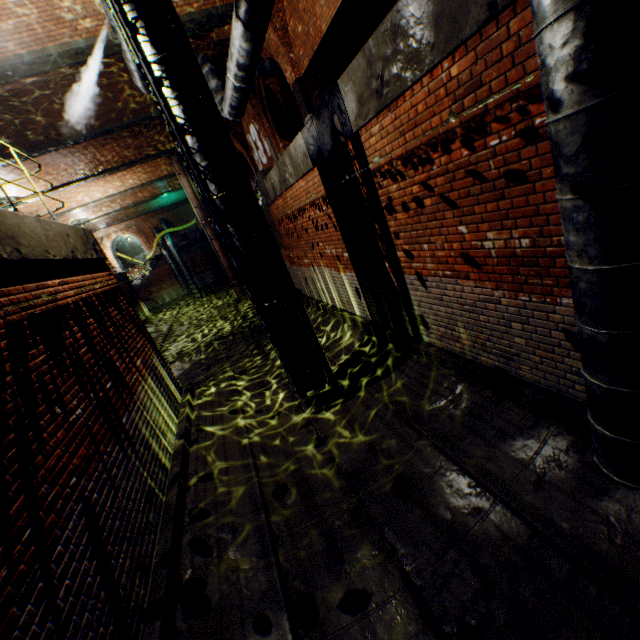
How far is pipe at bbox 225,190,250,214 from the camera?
5.4m

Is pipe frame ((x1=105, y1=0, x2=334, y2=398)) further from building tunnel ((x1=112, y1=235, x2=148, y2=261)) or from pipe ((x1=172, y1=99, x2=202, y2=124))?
building tunnel ((x1=112, y1=235, x2=148, y2=261))

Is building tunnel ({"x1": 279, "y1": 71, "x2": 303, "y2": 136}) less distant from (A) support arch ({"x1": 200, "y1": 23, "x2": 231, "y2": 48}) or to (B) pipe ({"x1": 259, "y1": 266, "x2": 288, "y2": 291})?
(B) pipe ({"x1": 259, "y1": 266, "x2": 288, "y2": 291})

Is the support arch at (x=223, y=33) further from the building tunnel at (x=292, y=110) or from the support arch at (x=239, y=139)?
the support arch at (x=239, y=139)

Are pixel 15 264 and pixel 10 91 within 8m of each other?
no

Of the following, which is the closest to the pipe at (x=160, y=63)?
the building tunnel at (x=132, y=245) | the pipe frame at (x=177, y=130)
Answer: the pipe frame at (x=177, y=130)

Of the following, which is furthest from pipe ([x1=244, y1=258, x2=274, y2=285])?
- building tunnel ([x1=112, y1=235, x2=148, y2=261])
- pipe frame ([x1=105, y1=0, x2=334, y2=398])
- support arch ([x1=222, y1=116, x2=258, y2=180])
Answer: building tunnel ([x1=112, y1=235, x2=148, y2=261])

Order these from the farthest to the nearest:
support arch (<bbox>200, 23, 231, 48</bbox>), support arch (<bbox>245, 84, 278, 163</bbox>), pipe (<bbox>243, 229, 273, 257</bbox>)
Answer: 1. support arch (<bbox>245, 84, 278, 163</bbox>)
2. support arch (<bbox>200, 23, 231, 48</bbox>)
3. pipe (<bbox>243, 229, 273, 257</bbox>)
